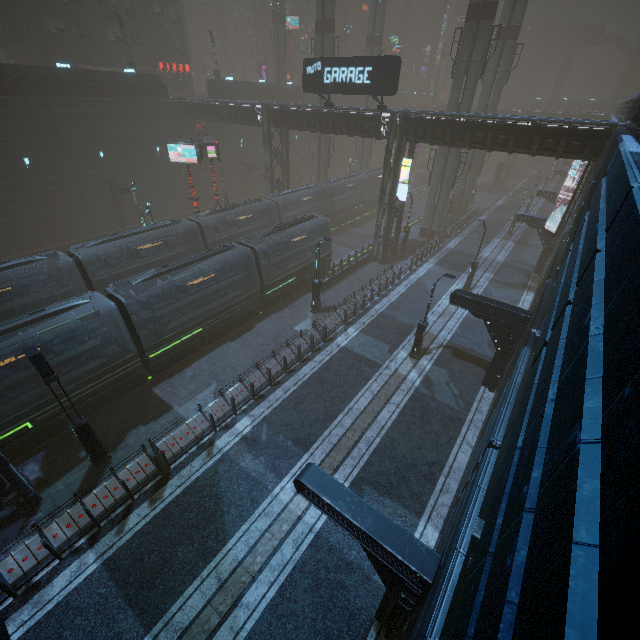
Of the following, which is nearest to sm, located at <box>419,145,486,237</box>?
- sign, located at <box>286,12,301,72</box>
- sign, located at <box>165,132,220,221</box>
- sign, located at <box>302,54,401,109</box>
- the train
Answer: the train

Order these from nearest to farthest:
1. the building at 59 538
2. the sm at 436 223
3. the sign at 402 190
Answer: the building at 59 538 < the sign at 402 190 < the sm at 436 223

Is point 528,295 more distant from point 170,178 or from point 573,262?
point 170,178

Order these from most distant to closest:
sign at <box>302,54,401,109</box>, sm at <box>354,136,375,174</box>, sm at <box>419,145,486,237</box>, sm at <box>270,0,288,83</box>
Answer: sm at <box>354,136,375,174</box>, sm at <box>270,0,288,83</box>, sm at <box>419,145,486,237</box>, sign at <box>302,54,401,109</box>

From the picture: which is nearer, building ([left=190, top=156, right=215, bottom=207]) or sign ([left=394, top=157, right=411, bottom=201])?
sign ([left=394, top=157, right=411, bottom=201])

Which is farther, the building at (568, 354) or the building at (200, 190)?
the building at (200, 190)

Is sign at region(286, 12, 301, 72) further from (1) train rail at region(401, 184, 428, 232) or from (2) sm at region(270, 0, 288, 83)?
(1) train rail at region(401, 184, 428, 232)

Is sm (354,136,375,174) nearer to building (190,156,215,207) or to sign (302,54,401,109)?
building (190,156,215,207)
